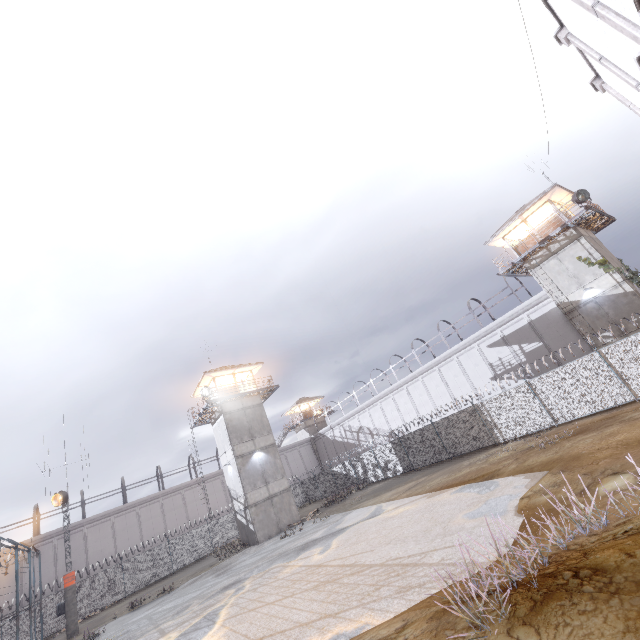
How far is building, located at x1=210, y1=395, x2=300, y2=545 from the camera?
26.44m

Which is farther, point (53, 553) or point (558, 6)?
point (53, 553)

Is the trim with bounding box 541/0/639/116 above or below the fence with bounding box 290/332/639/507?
above

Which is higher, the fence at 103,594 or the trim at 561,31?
the trim at 561,31

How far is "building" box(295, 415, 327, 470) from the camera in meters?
51.9

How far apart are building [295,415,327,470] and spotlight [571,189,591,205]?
45.2m

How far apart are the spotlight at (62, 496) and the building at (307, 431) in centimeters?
3368cm

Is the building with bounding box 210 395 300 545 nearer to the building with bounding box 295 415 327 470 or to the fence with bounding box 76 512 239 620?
the fence with bounding box 76 512 239 620
